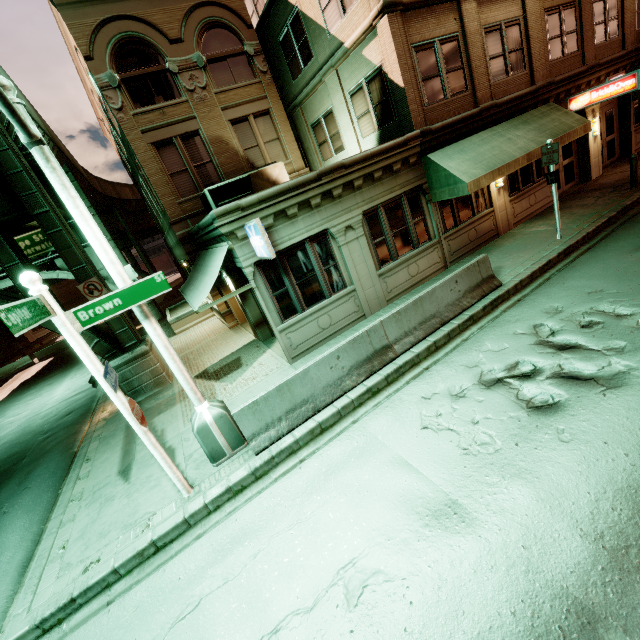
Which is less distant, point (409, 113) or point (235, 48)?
point (409, 113)

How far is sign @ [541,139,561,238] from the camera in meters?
9.6

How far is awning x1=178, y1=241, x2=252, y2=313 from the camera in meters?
8.5 m

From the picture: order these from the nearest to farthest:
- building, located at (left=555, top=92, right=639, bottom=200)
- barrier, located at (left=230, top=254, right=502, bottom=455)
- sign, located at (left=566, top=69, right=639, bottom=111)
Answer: barrier, located at (left=230, top=254, right=502, bottom=455), sign, located at (left=566, top=69, right=639, bottom=111), building, located at (left=555, top=92, right=639, bottom=200)

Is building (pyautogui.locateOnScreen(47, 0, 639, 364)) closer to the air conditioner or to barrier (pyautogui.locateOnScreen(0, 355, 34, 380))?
the air conditioner

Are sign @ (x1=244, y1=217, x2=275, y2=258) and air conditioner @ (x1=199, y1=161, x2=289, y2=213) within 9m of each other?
yes

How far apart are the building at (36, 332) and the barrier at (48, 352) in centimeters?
2682cm

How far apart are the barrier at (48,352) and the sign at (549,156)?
Answer: 38.2m
